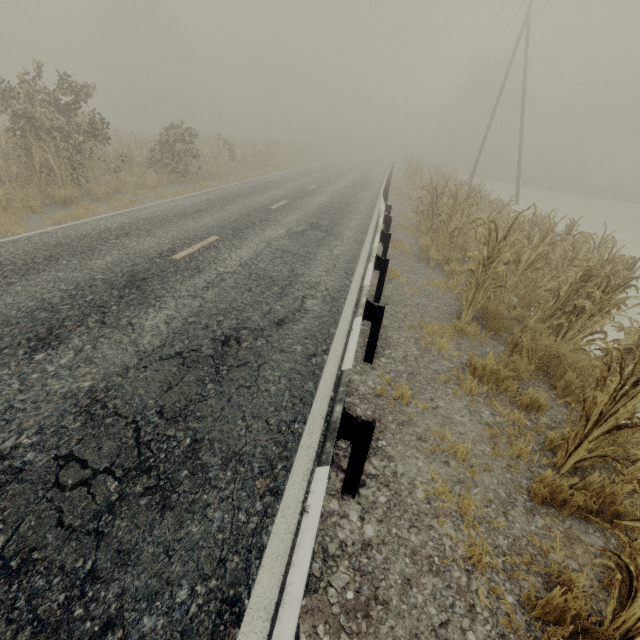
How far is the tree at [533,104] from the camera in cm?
5403

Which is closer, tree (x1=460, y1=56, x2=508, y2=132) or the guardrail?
the guardrail

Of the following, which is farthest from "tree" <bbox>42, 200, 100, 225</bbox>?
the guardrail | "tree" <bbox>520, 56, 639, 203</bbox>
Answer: "tree" <bbox>520, 56, 639, 203</bbox>

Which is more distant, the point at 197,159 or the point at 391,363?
the point at 197,159

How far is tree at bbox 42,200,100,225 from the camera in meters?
8.2

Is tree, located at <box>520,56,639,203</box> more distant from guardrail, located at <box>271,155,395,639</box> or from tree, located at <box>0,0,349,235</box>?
guardrail, located at <box>271,155,395,639</box>

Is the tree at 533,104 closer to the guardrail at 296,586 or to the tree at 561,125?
the guardrail at 296,586
